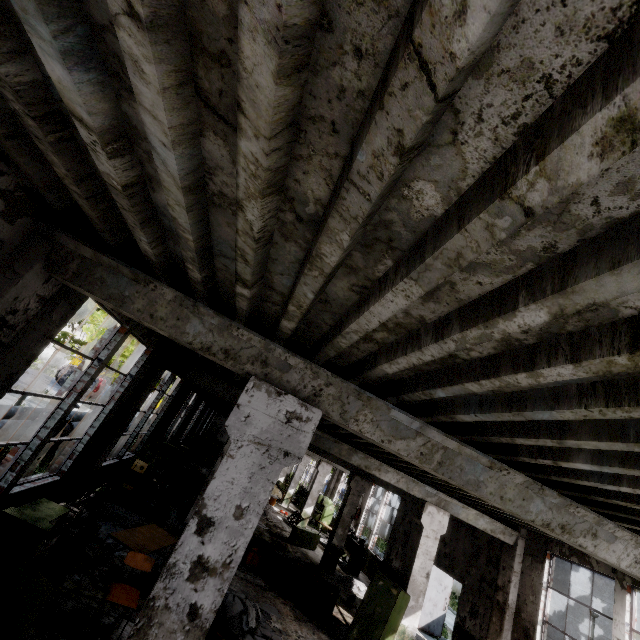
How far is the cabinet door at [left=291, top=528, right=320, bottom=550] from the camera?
15.0m

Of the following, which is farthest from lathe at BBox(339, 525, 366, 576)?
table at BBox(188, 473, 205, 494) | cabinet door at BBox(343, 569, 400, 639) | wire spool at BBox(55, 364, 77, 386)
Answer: wire spool at BBox(55, 364, 77, 386)

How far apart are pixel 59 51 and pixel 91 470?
8.8m

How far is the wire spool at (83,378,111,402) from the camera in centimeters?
2490cm

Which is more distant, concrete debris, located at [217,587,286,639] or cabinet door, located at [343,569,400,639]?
cabinet door, located at [343,569,400,639]

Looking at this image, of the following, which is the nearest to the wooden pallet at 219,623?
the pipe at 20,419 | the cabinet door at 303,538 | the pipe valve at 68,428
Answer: the pipe at 20,419

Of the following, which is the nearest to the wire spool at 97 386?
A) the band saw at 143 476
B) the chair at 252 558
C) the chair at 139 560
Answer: the band saw at 143 476

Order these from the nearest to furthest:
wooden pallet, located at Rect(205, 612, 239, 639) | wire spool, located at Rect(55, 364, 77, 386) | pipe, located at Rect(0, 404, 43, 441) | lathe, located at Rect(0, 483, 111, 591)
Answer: lathe, located at Rect(0, 483, 111, 591) → wooden pallet, located at Rect(205, 612, 239, 639) → pipe, located at Rect(0, 404, 43, 441) → wire spool, located at Rect(55, 364, 77, 386)
